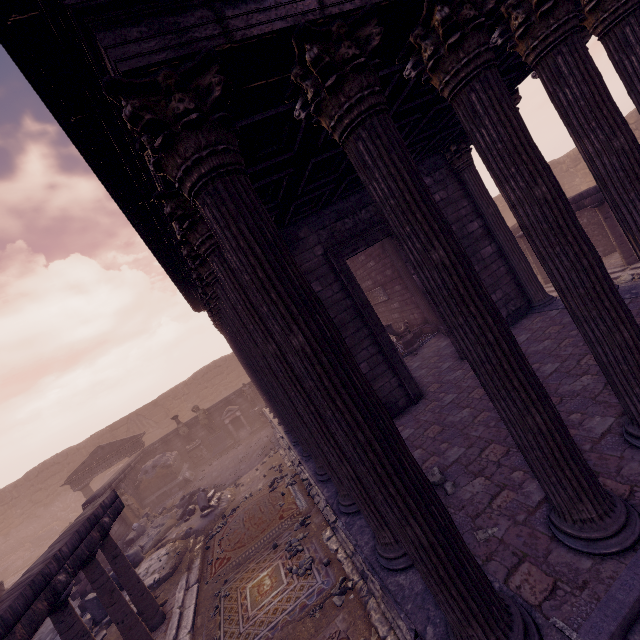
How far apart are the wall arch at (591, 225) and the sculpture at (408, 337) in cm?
911

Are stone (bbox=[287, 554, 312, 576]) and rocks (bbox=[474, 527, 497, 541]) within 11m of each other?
yes

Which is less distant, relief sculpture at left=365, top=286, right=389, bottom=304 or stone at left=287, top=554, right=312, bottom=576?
stone at left=287, top=554, right=312, bottom=576

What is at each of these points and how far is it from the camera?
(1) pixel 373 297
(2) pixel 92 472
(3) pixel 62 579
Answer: (1) relief sculpture, 15.4 meters
(2) entablature, 19.0 meters
(3) entablature, 5.2 meters

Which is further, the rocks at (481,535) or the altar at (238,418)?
the altar at (238,418)

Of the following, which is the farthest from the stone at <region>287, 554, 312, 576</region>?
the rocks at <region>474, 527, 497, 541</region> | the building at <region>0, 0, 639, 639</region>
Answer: the rocks at <region>474, 527, 497, 541</region>

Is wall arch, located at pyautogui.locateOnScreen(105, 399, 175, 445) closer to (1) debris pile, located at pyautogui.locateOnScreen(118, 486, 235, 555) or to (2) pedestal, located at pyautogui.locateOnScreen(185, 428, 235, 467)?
(2) pedestal, located at pyautogui.locateOnScreen(185, 428, 235, 467)

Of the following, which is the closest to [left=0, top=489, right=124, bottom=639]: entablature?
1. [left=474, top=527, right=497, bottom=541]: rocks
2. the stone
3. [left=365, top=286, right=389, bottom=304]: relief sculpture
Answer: the stone
